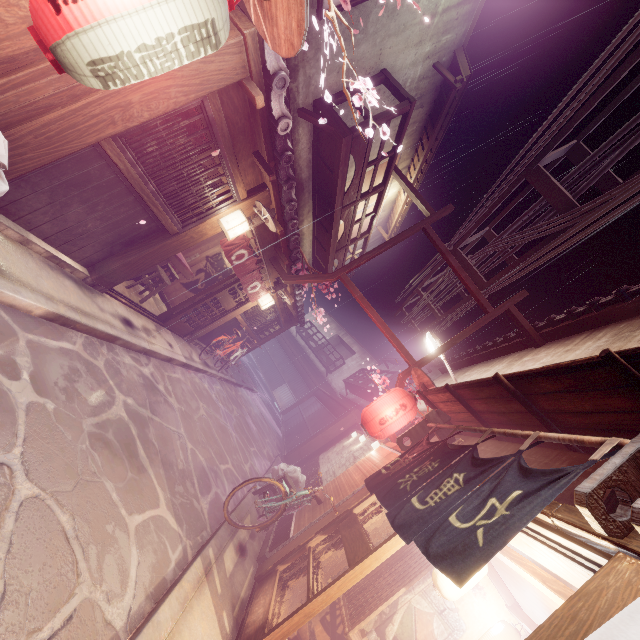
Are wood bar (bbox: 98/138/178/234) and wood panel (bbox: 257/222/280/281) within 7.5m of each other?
yes

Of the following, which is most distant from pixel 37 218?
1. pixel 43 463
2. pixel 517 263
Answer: pixel 517 263

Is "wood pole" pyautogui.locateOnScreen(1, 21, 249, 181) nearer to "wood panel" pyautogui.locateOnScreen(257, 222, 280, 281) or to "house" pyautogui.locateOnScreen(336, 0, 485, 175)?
"house" pyautogui.locateOnScreen(336, 0, 485, 175)

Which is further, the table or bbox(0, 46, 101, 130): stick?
the table

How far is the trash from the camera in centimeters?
1328cm

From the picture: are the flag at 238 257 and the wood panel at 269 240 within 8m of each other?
yes

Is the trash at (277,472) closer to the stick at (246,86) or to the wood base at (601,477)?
the wood base at (601,477)

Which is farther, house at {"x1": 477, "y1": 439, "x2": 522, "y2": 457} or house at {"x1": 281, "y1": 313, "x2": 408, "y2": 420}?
house at {"x1": 281, "y1": 313, "x2": 408, "y2": 420}
